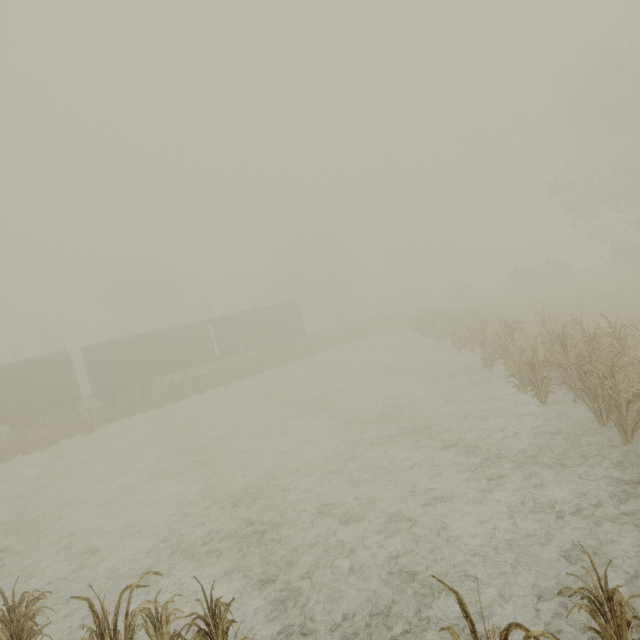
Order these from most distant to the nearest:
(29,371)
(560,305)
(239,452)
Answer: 1. (29,371)
2. (560,305)
3. (239,452)

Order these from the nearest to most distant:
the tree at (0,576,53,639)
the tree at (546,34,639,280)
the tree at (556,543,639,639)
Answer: the tree at (556,543,639,639)
the tree at (0,576,53,639)
the tree at (546,34,639,280)

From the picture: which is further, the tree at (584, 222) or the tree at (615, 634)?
the tree at (584, 222)

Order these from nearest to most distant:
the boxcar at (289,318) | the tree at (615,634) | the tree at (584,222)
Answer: the tree at (615,634) < the boxcar at (289,318) < the tree at (584,222)

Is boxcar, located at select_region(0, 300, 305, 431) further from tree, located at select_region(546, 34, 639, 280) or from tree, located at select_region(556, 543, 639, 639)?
tree, located at select_region(556, 543, 639, 639)

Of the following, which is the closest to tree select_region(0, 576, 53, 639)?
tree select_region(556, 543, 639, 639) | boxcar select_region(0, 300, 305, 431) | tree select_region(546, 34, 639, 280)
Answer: tree select_region(556, 543, 639, 639)
